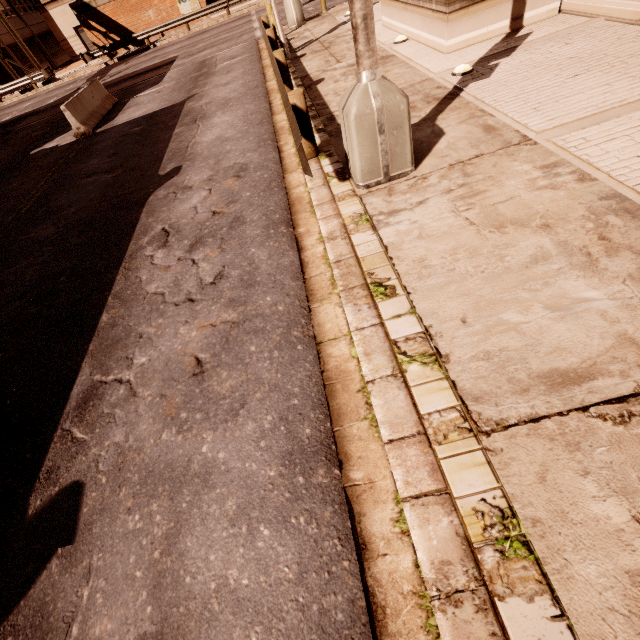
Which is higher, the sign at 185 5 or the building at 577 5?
the sign at 185 5

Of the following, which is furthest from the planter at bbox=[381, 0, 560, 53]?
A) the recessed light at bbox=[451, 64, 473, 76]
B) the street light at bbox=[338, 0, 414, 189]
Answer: the street light at bbox=[338, 0, 414, 189]

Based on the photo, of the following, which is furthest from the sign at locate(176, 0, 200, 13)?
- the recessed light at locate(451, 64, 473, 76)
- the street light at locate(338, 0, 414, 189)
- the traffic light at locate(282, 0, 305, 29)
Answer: the street light at locate(338, 0, 414, 189)

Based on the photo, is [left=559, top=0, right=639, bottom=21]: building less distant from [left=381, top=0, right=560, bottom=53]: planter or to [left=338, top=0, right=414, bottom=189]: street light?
[left=381, top=0, right=560, bottom=53]: planter

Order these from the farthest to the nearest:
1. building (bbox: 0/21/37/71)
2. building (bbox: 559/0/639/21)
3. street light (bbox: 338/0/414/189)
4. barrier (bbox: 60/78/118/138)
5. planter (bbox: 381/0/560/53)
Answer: building (bbox: 0/21/37/71), barrier (bbox: 60/78/118/138), planter (bbox: 381/0/560/53), building (bbox: 559/0/639/21), street light (bbox: 338/0/414/189)

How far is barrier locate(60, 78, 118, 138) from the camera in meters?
11.7

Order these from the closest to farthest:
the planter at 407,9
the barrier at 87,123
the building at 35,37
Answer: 1. the planter at 407,9
2. the barrier at 87,123
3. the building at 35,37

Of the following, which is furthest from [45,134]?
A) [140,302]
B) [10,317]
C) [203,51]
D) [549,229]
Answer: [549,229]
